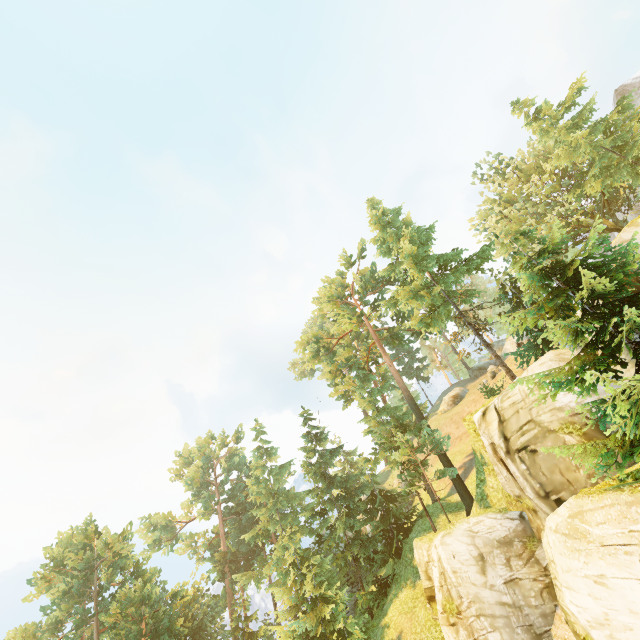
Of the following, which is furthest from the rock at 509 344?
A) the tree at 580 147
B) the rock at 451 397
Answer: the tree at 580 147

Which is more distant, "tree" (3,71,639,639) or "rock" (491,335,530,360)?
"rock" (491,335,530,360)

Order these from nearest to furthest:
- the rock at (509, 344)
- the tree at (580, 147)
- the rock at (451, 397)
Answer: the tree at (580, 147)
the rock at (509, 344)
the rock at (451, 397)

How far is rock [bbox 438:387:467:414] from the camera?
44.22m

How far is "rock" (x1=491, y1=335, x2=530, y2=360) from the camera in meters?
40.6

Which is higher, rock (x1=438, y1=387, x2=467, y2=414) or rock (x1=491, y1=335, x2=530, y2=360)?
rock (x1=491, y1=335, x2=530, y2=360)

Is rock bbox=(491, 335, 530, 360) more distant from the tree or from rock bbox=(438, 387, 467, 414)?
the tree

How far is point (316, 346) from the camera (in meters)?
34.25
